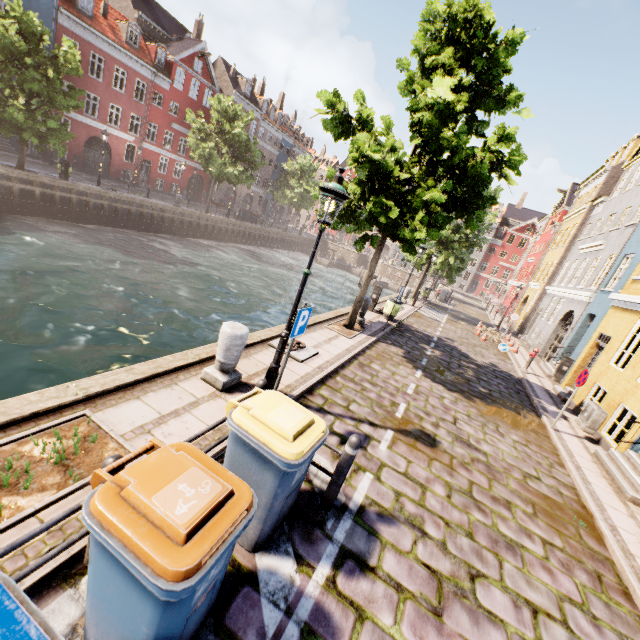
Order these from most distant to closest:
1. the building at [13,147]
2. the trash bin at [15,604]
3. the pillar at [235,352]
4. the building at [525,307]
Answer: the building at [13,147], the building at [525,307], the pillar at [235,352], the trash bin at [15,604]

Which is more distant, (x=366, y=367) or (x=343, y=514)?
(x=366, y=367)

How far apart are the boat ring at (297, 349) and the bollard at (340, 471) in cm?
369

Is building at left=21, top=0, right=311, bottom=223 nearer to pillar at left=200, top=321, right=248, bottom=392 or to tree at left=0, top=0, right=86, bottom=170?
tree at left=0, top=0, right=86, bottom=170

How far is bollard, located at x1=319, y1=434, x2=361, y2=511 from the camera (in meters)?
3.77

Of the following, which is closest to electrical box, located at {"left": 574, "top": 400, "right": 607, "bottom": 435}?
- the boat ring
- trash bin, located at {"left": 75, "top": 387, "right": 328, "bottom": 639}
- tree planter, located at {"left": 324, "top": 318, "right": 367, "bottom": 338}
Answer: tree planter, located at {"left": 324, "top": 318, "right": 367, "bottom": 338}

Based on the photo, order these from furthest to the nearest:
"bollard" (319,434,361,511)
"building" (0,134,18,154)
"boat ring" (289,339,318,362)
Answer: "building" (0,134,18,154), "boat ring" (289,339,318,362), "bollard" (319,434,361,511)

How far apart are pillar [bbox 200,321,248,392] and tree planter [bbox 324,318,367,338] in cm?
522
